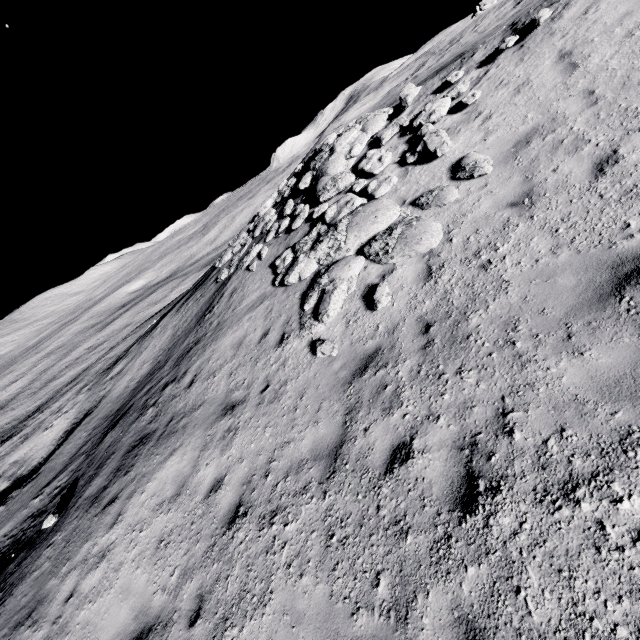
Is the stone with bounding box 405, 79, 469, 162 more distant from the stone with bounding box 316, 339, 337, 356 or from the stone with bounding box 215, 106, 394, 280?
the stone with bounding box 316, 339, 337, 356

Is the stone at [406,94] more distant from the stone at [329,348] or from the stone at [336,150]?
the stone at [329,348]

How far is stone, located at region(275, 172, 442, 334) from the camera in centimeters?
731cm

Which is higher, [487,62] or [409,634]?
[487,62]

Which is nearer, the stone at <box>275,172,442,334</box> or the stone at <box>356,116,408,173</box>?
the stone at <box>275,172,442,334</box>

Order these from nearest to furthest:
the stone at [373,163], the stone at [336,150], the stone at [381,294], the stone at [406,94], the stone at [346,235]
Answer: the stone at [381,294]
the stone at [346,235]
the stone at [373,163]
the stone at [406,94]
the stone at [336,150]

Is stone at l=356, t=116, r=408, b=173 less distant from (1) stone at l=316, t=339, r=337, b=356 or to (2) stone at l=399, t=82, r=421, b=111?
(2) stone at l=399, t=82, r=421, b=111

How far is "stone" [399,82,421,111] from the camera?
11.0 meters
